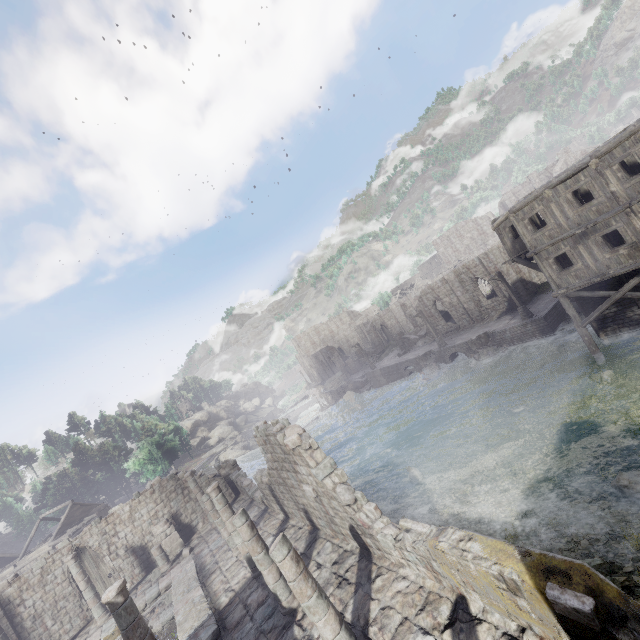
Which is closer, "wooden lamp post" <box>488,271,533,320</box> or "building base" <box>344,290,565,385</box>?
"building base" <box>344,290,565,385</box>

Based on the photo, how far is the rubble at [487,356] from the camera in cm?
2884

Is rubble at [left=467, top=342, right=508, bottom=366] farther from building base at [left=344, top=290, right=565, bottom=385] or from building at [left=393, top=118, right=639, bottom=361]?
building at [left=393, top=118, right=639, bottom=361]

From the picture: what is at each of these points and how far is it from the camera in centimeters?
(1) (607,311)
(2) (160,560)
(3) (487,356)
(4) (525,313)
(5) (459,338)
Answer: (1) building, 1958cm
(2) building, 1953cm
(3) rubble, 2952cm
(4) wooden lamp post, 2733cm
(5) building base, 3512cm

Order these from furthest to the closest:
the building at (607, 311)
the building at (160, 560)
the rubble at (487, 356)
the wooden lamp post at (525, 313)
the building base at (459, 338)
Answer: the rubble at (487, 356) → the wooden lamp post at (525, 313) → the building base at (459, 338) → the building at (607, 311) → the building at (160, 560)

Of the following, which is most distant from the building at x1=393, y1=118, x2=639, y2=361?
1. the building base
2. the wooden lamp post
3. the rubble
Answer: the rubble

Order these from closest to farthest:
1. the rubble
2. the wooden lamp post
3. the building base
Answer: the building base → the wooden lamp post → the rubble
